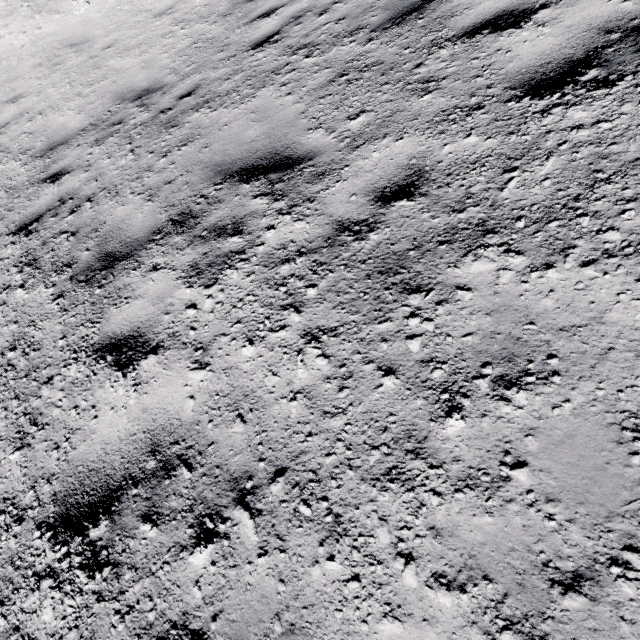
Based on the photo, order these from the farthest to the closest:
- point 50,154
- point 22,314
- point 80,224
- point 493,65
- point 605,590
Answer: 1. point 50,154
2. point 80,224
3. point 22,314
4. point 493,65
5. point 605,590
